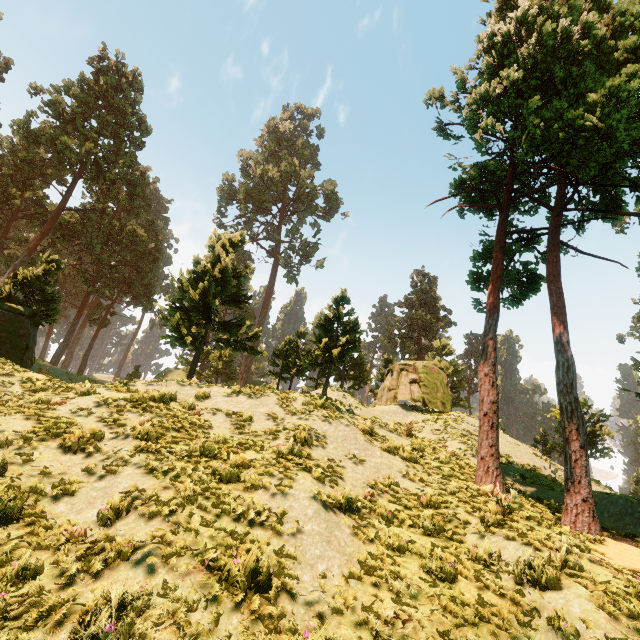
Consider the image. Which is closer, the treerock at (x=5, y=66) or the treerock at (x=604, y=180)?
the treerock at (x=604, y=180)

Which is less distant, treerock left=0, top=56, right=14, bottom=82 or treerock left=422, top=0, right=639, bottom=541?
treerock left=422, top=0, right=639, bottom=541

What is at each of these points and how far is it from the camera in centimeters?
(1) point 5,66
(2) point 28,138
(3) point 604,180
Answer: (1) treerock, 3244cm
(2) treerock, 2662cm
(3) treerock, 1342cm

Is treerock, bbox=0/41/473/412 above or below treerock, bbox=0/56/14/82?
below

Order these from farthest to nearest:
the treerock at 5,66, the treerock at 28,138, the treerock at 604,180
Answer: the treerock at 5,66
the treerock at 28,138
the treerock at 604,180

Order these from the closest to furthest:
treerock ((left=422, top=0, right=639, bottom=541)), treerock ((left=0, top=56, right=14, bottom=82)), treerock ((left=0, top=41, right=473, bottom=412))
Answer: treerock ((left=422, top=0, right=639, bottom=541)) → treerock ((left=0, top=41, right=473, bottom=412)) → treerock ((left=0, top=56, right=14, bottom=82))
